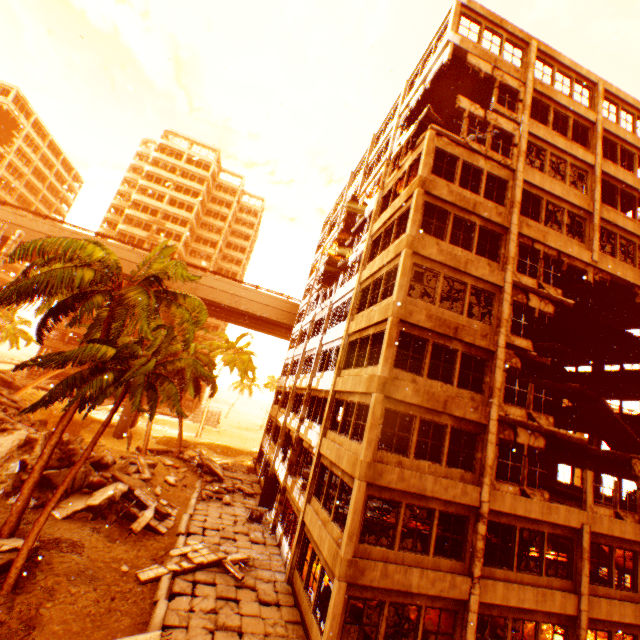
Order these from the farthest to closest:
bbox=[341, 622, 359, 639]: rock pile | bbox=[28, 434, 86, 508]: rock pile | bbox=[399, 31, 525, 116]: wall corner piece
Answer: bbox=[399, 31, 525, 116]: wall corner piece
bbox=[28, 434, 86, 508]: rock pile
bbox=[341, 622, 359, 639]: rock pile

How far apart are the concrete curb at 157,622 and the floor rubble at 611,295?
24.16m

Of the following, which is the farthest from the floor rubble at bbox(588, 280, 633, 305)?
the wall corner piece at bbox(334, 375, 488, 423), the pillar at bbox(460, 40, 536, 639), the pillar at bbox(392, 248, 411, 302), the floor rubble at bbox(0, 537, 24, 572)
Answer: the floor rubble at bbox(0, 537, 24, 572)

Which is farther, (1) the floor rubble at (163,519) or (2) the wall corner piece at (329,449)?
(1) the floor rubble at (163,519)

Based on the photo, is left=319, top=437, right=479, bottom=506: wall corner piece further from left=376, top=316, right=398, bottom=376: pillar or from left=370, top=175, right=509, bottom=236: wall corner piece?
left=370, top=175, right=509, bottom=236: wall corner piece

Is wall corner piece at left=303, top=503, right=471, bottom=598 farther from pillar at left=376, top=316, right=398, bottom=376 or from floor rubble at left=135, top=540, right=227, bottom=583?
floor rubble at left=135, top=540, right=227, bottom=583

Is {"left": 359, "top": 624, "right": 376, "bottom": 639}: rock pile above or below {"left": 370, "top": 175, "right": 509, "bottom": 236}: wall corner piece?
below

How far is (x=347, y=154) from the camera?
21.89m
